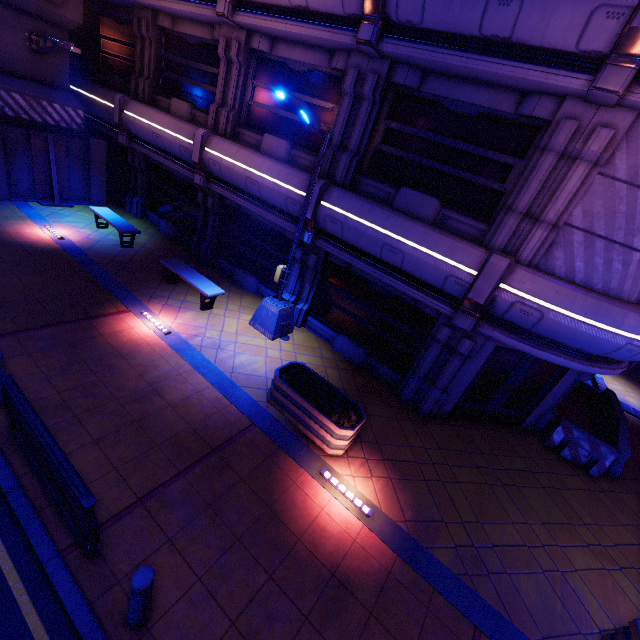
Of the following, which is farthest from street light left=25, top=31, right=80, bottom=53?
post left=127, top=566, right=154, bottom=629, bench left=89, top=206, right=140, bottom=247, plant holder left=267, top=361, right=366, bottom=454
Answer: post left=127, top=566, right=154, bottom=629

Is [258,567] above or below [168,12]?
below

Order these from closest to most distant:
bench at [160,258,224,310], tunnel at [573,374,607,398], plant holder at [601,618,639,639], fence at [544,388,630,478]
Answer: plant holder at [601,618,639,639] < fence at [544,388,630,478] < bench at [160,258,224,310] < tunnel at [573,374,607,398]

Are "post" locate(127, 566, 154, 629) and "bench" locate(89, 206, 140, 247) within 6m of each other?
no

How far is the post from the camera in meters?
3.3

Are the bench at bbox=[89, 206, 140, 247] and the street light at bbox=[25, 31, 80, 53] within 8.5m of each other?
yes

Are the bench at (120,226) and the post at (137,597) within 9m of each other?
no

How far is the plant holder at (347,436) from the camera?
6.60m
